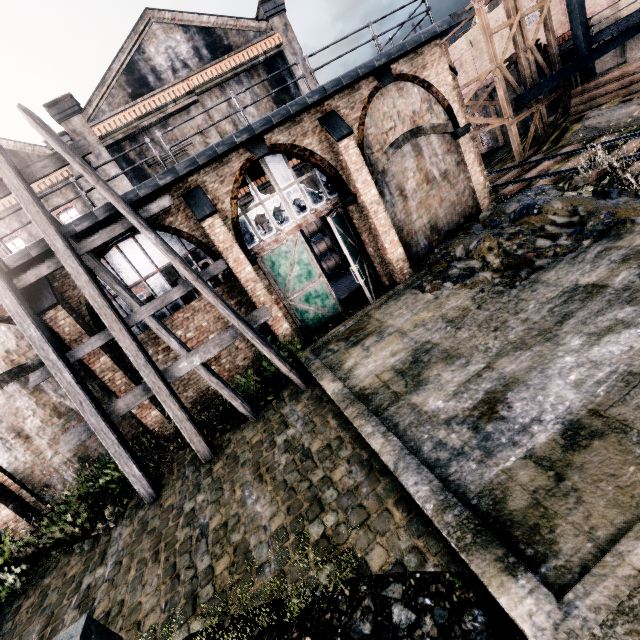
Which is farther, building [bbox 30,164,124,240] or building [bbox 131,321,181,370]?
building [bbox 131,321,181,370]

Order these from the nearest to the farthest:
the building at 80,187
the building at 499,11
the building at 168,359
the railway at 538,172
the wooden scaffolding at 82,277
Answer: the wooden scaffolding at 82,277
the building at 80,187
the building at 168,359
the railway at 538,172
the building at 499,11

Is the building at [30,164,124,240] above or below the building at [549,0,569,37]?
above

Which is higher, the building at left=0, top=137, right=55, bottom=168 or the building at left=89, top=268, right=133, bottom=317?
the building at left=0, top=137, right=55, bottom=168

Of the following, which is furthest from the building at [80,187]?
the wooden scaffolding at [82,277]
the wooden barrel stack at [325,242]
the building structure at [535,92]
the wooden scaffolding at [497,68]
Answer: the building structure at [535,92]

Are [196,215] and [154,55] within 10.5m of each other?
no
